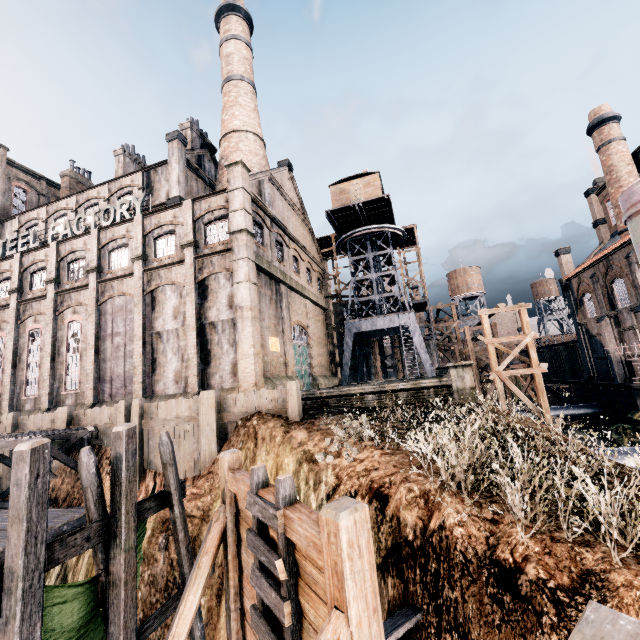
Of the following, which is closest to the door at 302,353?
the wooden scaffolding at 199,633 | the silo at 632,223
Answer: the wooden scaffolding at 199,633

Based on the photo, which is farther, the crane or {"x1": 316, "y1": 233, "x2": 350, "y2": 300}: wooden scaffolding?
{"x1": 316, "y1": 233, "x2": 350, "y2": 300}: wooden scaffolding

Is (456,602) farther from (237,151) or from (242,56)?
(242,56)

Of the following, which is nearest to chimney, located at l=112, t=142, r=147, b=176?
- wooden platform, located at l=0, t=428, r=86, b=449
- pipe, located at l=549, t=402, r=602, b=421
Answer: wooden platform, located at l=0, t=428, r=86, b=449

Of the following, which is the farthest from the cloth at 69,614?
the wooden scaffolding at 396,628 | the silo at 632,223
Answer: the silo at 632,223

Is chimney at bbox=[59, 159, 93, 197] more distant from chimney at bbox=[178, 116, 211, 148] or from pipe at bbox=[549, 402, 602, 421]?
pipe at bbox=[549, 402, 602, 421]

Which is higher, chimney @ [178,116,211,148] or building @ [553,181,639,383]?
chimney @ [178,116,211,148]

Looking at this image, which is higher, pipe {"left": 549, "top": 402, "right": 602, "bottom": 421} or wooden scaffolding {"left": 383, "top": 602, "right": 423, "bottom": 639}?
wooden scaffolding {"left": 383, "top": 602, "right": 423, "bottom": 639}
